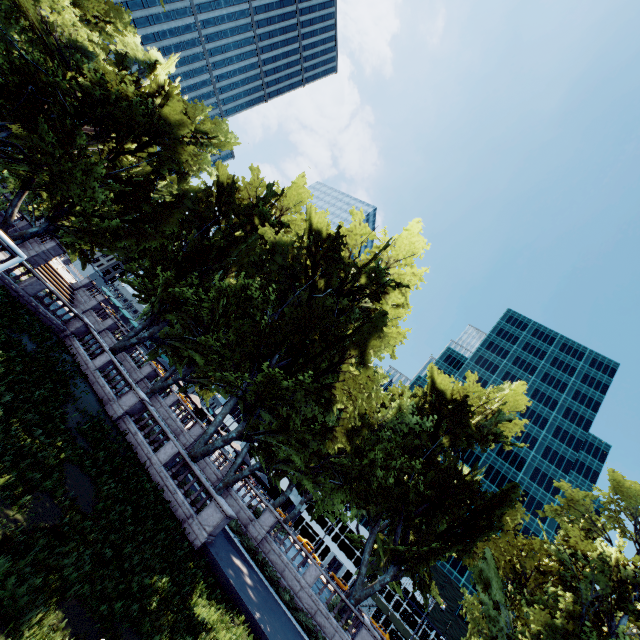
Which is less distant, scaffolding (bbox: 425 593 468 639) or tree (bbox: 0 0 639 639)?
tree (bbox: 0 0 639 639)

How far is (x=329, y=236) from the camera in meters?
23.5 m

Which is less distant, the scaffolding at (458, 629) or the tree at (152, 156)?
the tree at (152, 156)
